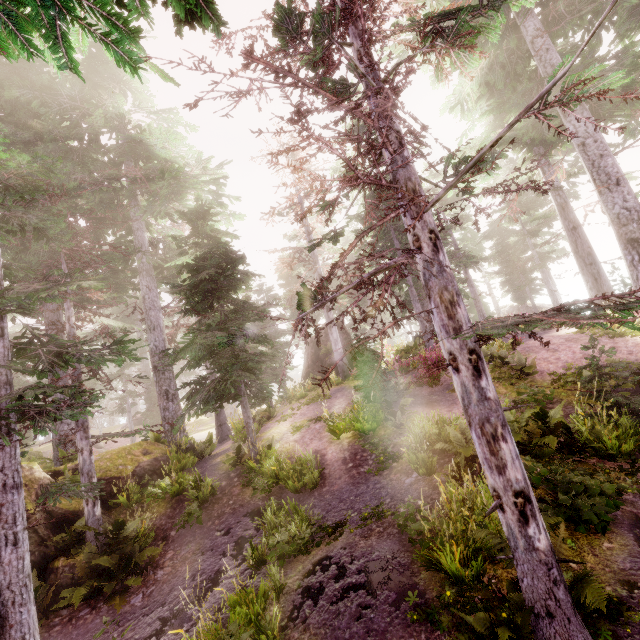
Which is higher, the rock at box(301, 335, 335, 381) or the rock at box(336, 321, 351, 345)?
the rock at box(336, 321, 351, 345)

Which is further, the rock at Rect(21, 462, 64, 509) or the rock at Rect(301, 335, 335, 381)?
the rock at Rect(301, 335, 335, 381)

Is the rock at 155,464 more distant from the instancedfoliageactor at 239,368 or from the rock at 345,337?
the rock at 345,337

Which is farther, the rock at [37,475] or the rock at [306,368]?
the rock at [306,368]

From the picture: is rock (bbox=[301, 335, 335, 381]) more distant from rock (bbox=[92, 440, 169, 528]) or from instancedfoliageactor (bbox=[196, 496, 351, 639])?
rock (bbox=[92, 440, 169, 528])

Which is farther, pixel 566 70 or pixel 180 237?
pixel 180 237

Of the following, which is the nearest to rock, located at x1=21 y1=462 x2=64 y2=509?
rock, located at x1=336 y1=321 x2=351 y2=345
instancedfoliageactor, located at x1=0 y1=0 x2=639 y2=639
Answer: instancedfoliageactor, located at x1=0 y1=0 x2=639 y2=639
